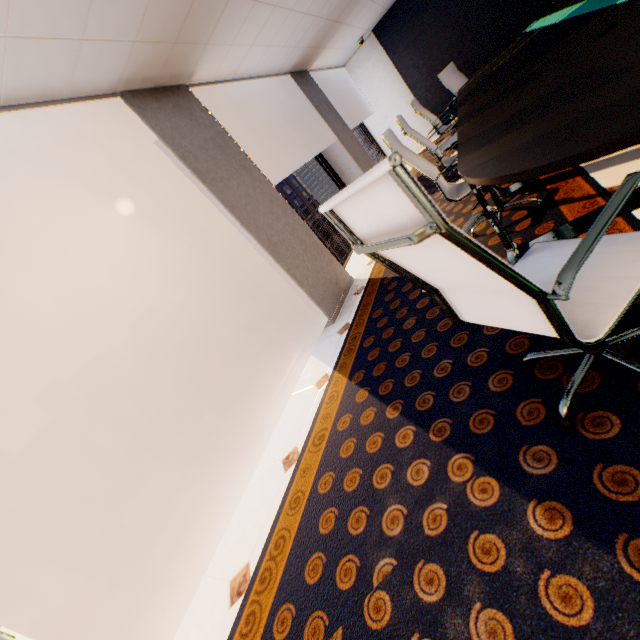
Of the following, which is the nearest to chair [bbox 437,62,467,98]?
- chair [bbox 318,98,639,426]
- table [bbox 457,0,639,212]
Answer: table [bbox 457,0,639,212]

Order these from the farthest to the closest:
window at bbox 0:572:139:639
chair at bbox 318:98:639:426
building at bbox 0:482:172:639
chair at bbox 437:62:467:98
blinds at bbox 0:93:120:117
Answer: building at bbox 0:482:172:639 < chair at bbox 437:62:467:98 < blinds at bbox 0:93:120:117 < window at bbox 0:572:139:639 < chair at bbox 318:98:639:426

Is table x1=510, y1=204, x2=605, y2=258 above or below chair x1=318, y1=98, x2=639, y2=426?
below

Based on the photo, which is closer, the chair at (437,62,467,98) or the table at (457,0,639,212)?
the table at (457,0,639,212)

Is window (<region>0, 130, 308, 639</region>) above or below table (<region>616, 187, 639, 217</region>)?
above

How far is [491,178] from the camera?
1.4m

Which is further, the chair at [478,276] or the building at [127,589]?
the building at [127,589]

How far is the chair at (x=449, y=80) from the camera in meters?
6.5
